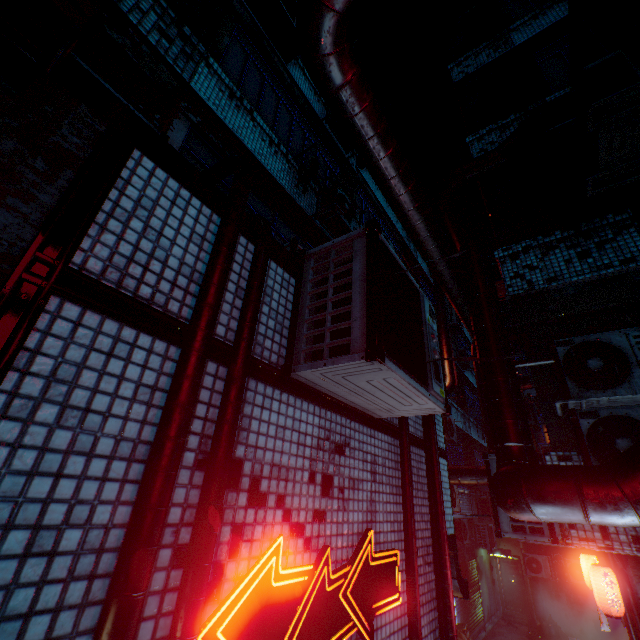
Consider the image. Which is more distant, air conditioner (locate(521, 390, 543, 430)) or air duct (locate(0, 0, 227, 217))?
air conditioner (locate(521, 390, 543, 430))

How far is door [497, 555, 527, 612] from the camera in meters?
14.3

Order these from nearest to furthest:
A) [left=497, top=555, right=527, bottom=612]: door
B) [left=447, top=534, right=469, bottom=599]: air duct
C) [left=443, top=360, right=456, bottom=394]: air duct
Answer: [left=447, top=534, right=469, bottom=599]: air duct < [left=443, top=360, right=456, bottom=394]: air duct < [left=497, top=555, right=527, bottom=612]: door

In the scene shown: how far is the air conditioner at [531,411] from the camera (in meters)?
7.54

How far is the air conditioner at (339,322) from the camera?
1.7m

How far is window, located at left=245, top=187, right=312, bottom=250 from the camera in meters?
4.6

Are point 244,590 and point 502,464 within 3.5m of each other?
yes

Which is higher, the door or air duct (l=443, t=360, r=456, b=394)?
air duct (l=443, t=360, r=456, b=394)
